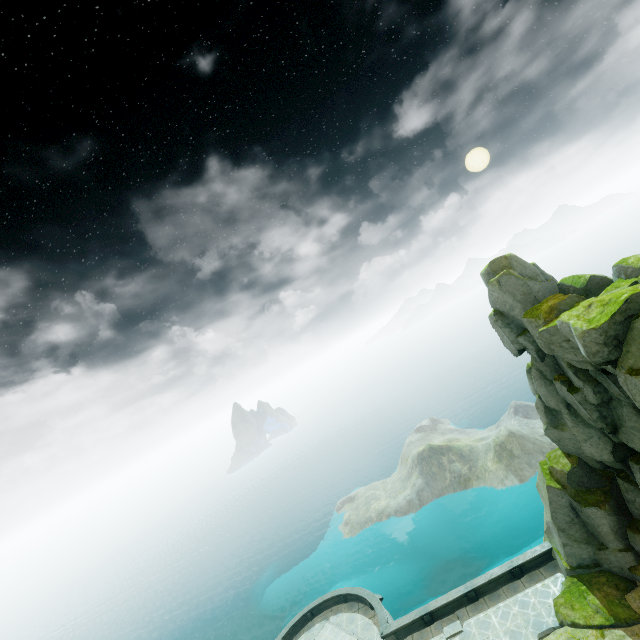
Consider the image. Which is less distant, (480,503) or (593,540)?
(593,540)
